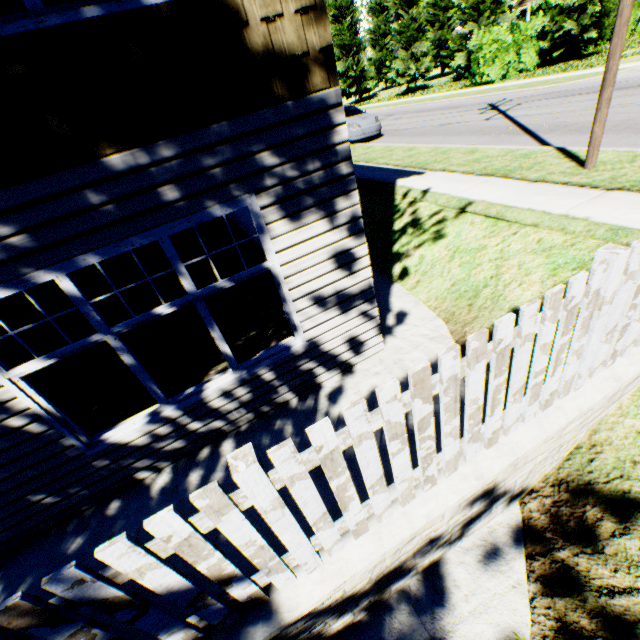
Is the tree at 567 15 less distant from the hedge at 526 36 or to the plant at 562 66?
the hedge at 526 36

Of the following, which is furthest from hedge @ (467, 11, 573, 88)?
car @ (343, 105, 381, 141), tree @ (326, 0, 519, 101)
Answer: car @ (343, 105, 381, 141)

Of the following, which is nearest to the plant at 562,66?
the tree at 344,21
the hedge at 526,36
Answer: the tree at 344,21

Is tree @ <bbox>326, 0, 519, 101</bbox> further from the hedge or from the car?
the car

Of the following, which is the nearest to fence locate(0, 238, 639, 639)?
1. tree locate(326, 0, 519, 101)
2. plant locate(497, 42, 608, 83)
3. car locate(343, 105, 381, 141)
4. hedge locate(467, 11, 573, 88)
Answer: car locate(343, 105, 381, 141)

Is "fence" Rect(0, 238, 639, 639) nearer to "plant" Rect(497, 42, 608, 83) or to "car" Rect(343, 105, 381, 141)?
"car" Rect(343, 105, 381, 141)

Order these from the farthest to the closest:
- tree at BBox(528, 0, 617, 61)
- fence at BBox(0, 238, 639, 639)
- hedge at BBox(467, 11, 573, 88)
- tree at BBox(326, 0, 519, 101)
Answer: tree at BBox(326, 0, 519, 101) → hedge at BBox(467, 11, 573, 88) → tree at BBox(528, 0, 617, 61) → fence at BBox(0, 238, 639, 639)

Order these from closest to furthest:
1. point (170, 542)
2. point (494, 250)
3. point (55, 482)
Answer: point (170, 542) < point (55, 482) < point (494, 250)
